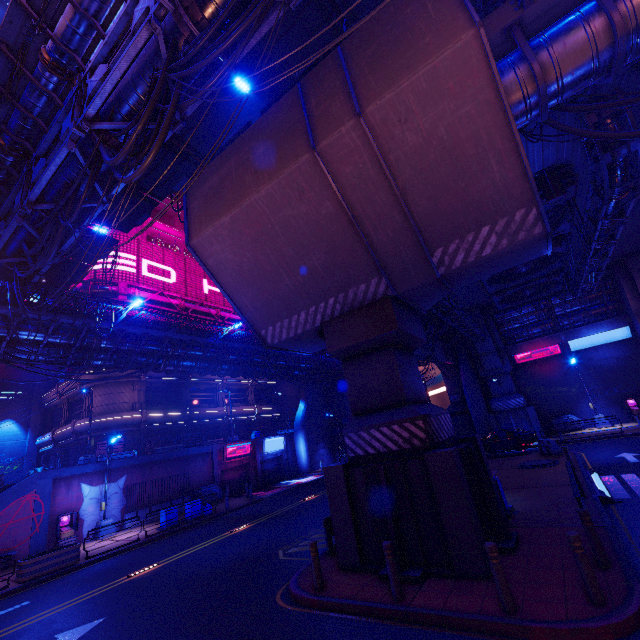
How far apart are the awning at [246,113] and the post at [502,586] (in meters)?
18.36

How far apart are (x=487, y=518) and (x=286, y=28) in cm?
1870

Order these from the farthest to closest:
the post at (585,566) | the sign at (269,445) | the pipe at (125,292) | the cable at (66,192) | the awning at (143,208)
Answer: the sign at (269,445) < the pipe at (125,292) < the awning at (143,208) < the cable at (66,192) < the post at (585,566)

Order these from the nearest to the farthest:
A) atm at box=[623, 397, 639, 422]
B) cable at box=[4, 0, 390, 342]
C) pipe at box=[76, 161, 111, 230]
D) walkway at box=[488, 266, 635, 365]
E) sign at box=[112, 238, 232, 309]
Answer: cable at box=[4, 0, 390, 342] → pipe at box=[76, 161, 111, 230] → atm at box=[623, 397, 639, 422] → walkway at box=[488, 266, 635, 365] → sign at box=[112, 238, 232, 309]

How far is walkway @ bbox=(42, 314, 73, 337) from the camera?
17.4 meters

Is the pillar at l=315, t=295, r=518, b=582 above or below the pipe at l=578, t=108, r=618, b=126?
below

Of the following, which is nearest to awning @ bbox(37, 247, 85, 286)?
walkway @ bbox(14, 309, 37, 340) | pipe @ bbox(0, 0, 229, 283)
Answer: pipe @ bbox(0, 0, 229, 283)

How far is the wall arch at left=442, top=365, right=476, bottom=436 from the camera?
33.6 meters
